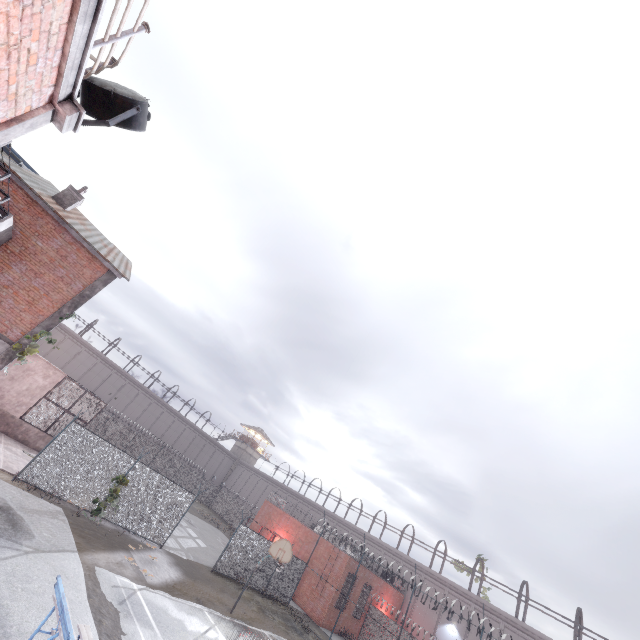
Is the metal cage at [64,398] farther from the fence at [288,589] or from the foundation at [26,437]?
the fence at [288,589]

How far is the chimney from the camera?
15.9 meters

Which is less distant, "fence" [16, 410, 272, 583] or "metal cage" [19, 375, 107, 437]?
"fence" [16, 410, 272, 583]

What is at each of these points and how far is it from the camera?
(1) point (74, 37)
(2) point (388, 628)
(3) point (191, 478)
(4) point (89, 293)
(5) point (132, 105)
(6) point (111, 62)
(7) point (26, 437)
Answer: (1) trim, 3.58m
(2) fence, 26.94m
(3) fence, 45.66m
(4) column, 15.09m
(5) spotlight, 5.46m
(6) railing, 5.39m
(7) foundation, 18.41m

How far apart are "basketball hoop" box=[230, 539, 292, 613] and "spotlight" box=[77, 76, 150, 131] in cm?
1737

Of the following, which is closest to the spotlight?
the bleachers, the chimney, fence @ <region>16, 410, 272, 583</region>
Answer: fence @ <region>16, 410, 272, 583</region>

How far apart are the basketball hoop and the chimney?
19.50m

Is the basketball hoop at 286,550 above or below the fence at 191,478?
above
